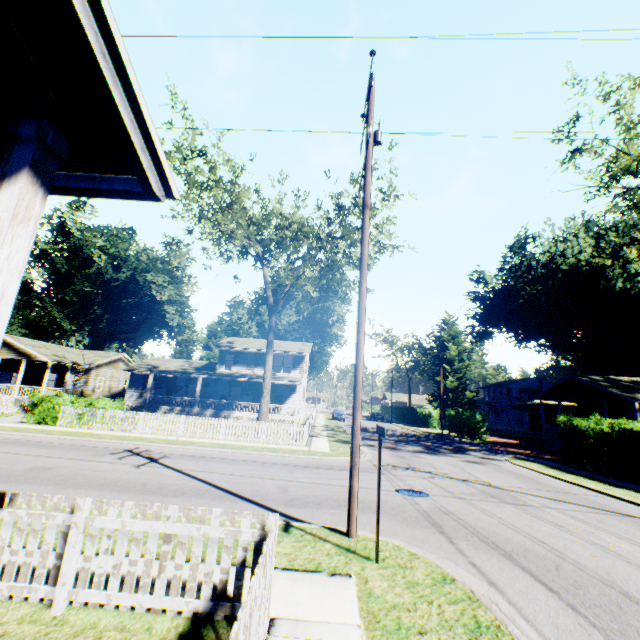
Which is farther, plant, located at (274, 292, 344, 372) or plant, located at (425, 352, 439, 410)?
plant, located at (274, 292, 344, 372)

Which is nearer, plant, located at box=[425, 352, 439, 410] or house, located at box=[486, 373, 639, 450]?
house, located at box=[486, 373, 639, 450]

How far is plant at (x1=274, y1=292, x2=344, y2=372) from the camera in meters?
52.5 m

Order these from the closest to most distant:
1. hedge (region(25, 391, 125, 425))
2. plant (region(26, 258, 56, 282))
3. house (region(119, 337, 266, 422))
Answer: hedge (region(25, 391, 125, 425))
house (region(119, 337, 266, 422))
plant (region(26, 258, 56, 282))

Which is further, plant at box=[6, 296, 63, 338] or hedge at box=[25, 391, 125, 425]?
plant at box=[6, 296, 63, 338]

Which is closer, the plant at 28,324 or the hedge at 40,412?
the hedge at 40,412

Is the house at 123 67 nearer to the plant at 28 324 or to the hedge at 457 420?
the hedge at 457 420

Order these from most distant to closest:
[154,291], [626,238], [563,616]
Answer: [154,291] < [626,238] < [563,616]
